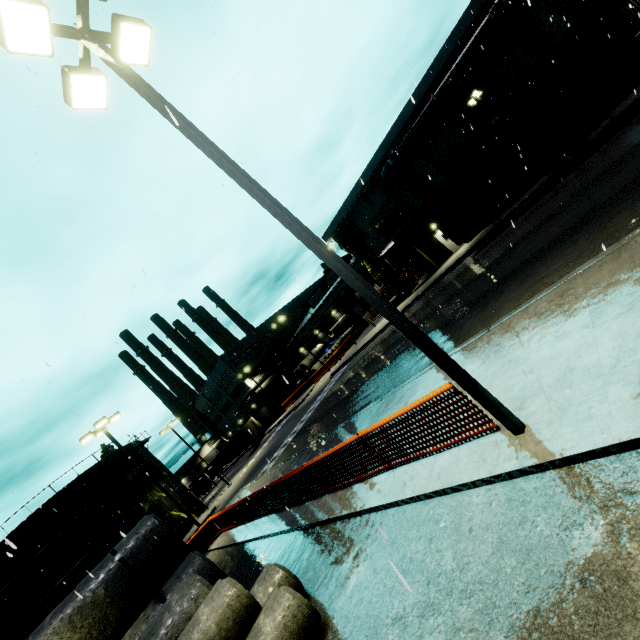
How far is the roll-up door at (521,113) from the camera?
21.14m

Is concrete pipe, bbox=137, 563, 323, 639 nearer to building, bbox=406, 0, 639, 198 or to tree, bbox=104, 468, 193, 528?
building, bbox=406, 0, 639, 198

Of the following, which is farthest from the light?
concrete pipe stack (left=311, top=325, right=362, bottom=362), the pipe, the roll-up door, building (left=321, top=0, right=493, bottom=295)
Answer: the roll-up door

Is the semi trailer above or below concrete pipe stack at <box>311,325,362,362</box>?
below

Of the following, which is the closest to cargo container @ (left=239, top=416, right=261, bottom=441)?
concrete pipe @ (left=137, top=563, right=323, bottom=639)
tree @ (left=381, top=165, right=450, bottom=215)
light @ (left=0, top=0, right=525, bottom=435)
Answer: tree @ (left=381, top=165, right=450, bottom=215)

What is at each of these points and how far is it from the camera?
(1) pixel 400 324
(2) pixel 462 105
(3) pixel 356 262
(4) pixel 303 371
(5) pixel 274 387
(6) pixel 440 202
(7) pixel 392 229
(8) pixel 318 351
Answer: (1) light, 5.0m
(2) building, 23.1m
(3) building, 44.2m
(4) concrete pipe stack, 50.3m
(5) building, 58.4m
(6) tree, 26.8m
(7) building, 30.1m
(8) concrete pipe stack, 51.6m

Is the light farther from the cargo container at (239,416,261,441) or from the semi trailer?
the cargo container at (239,416,261,441)

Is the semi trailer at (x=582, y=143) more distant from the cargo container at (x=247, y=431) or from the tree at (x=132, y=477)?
the cargo container at (x=247, y=431)
